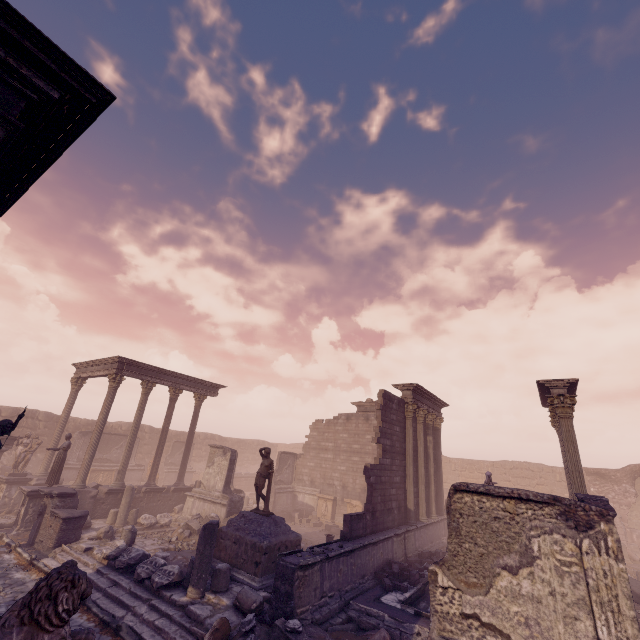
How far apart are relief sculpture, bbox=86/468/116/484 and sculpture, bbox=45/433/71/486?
8.9m

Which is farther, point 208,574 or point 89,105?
point 208,574

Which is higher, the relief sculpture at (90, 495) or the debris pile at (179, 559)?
the relief sculpture at (90, 495)

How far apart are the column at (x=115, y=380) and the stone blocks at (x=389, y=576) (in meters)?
14.95

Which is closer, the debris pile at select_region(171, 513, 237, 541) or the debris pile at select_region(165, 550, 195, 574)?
the debris pile at select_region(165, 550, 195, 574)

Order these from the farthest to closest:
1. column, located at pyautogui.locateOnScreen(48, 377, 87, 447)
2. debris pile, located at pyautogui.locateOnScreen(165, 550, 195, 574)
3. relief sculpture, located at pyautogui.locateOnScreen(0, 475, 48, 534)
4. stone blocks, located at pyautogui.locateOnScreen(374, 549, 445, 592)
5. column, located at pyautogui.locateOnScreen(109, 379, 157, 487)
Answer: column, located at pyautogui.locateOnScreen(48, 377, 87, 447) → column, located at pyautogui.locateOnScreen(109, 379, 157, 487) → relief sculpture, located at pyautogui.locateOnScreen(0, 475, 48, 534) → debris pile, located at pyautogui.locateOnScreen(165, 550, 195, 574) → stone blocks, located at pyautogui.locateOnScreen(374, 549, 445, 592)

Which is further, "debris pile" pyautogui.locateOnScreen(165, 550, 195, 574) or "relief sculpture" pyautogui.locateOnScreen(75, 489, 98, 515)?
"relief sculpture" pyautogui.locateOnScreen(75, 489, 98, 515)

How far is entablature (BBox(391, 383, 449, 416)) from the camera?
16.9m
